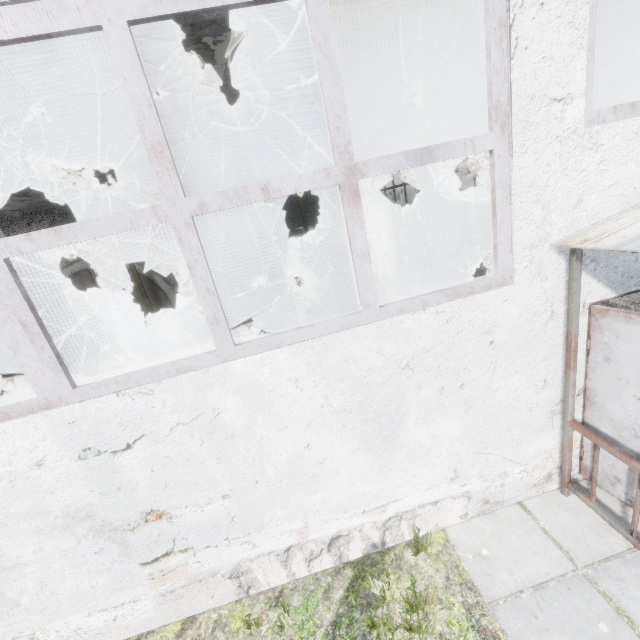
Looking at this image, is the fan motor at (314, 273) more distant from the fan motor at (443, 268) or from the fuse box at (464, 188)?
the fuse box at (464, 188)

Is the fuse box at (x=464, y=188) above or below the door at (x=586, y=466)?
above

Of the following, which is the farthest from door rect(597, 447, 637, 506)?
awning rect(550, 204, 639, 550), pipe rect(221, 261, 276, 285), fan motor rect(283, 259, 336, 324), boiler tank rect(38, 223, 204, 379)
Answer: pipe rect(221, 261, 276, 285)

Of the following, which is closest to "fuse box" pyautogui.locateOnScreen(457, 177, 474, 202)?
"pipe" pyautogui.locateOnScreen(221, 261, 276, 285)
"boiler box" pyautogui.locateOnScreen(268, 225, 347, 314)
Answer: "pipe" pyautogui.locateOnScreen(221, 261, 276, 285)

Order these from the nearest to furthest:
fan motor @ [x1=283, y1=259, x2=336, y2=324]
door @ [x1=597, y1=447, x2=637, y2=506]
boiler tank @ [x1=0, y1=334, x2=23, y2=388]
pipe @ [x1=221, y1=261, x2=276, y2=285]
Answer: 1. door @ [x1=597, y1=447, x2=637, y2=506]
2. fan motor @ [x1=283, y1=259, x2=336, y2=324]
3. boiler tank @ [x1=0, y1=334, x2=23, y2=388]
4. pipe @ [x1=221, y1=261, x2=276, y2=285]

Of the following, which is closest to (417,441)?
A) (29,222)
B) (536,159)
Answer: (536,159)

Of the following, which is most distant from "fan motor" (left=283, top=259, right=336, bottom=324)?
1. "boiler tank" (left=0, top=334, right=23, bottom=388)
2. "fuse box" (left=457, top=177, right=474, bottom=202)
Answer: "fuse box" (left=457, top=177, right=474, bottom=202)

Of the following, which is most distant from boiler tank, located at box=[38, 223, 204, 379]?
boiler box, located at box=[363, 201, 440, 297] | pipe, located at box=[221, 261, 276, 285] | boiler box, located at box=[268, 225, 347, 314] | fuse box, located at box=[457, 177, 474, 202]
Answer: fuse box, located at box=[457, 177, 474, 202]
